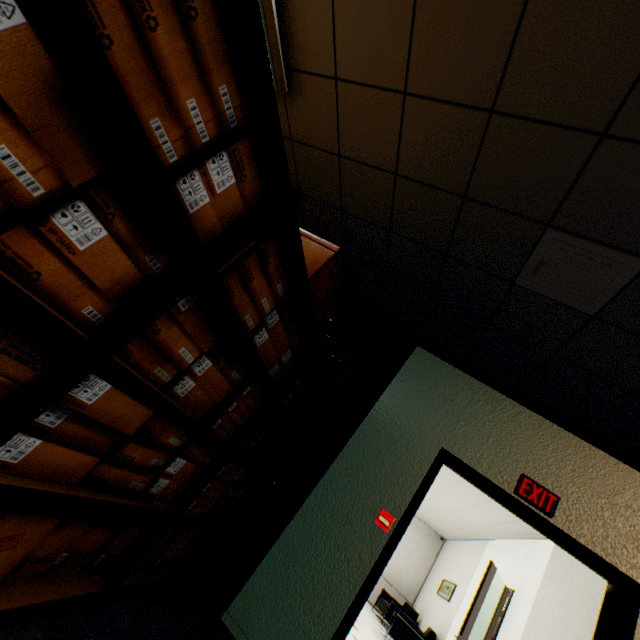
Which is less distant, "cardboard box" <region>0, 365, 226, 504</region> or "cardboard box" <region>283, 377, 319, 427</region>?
"cardboard box" <region>0, 365, 226, 504</region>

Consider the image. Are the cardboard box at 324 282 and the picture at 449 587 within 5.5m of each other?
no

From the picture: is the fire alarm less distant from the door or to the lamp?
the door

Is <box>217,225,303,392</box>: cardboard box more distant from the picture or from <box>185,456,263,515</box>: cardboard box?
the picture

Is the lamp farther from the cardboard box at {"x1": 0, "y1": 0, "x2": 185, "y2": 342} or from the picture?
the picture

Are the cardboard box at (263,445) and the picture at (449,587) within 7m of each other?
no

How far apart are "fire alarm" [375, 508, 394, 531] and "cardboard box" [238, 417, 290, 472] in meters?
1.0

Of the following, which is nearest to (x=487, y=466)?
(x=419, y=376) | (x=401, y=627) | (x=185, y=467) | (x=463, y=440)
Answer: (x=463, y=440)
